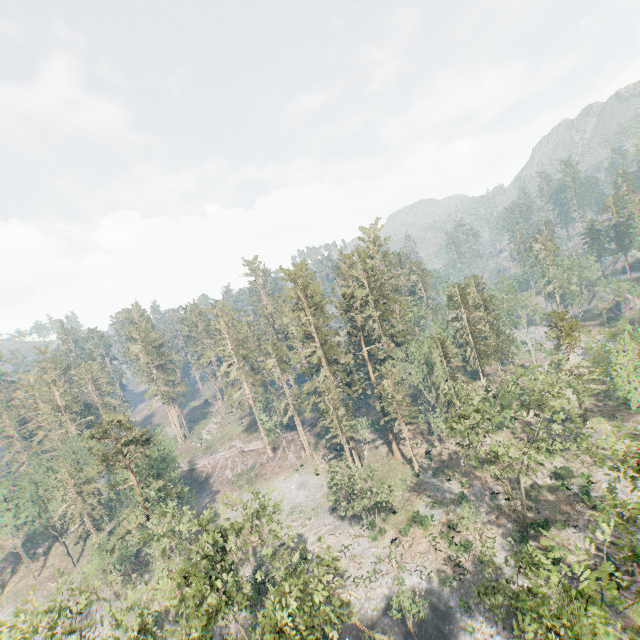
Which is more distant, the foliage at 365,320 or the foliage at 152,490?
the foliage at 152,490

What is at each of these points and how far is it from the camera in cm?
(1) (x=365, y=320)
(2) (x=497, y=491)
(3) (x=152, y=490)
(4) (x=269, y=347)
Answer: (1) foliage, 5872
(2) foliage, 4216
(3) foliage, 3966
(4) foliage, 5981

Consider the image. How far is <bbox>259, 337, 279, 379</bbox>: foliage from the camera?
58.2 meters

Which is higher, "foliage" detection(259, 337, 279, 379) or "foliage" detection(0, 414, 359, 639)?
"foliage" detection(259, 337, 279, 379)

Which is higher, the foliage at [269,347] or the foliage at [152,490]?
the foliage at [269,347]

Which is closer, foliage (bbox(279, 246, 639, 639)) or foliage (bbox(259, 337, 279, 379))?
foliage (bbox(279, 246, 639, 639))
